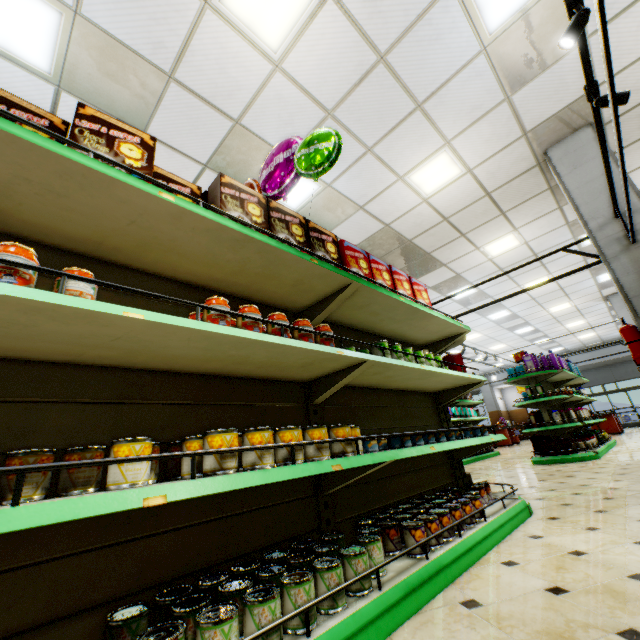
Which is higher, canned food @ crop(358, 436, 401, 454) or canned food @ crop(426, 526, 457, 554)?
canned food @ crop(358, 436, 401, 454)

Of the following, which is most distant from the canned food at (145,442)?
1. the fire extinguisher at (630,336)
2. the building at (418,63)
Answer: the fire extinguisher at (630,336)

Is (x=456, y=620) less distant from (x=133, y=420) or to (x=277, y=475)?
(x=277, y=475)

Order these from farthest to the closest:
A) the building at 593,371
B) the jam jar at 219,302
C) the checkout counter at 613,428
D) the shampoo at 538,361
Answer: the building at 593,371, the checkout counter at 613,428, the shampoo at 538,361, the jam jar at 219,302

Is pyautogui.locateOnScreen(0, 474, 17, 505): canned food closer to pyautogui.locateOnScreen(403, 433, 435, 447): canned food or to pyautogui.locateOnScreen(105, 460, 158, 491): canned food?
pyautogui.locateOnScreen(105, 460, 158, 491): canned food

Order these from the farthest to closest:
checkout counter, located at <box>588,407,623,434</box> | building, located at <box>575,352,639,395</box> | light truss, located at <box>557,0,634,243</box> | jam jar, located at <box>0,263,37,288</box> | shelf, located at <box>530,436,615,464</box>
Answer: building, located at <box>575,352,639,395</box>, checkout counter, located at <box>588,407,623,434</box>, shelf, located at <box>530,436,615,464</box>, light truss, located at <box>557,0,634,243</box>, jam jar, located at <box>0,263,37,288</box>

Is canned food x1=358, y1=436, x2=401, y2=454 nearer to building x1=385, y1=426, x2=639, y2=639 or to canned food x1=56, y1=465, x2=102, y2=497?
building x1=385, y1=426, x2=639, y2=639

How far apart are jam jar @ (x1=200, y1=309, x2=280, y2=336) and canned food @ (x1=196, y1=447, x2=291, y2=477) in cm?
45
